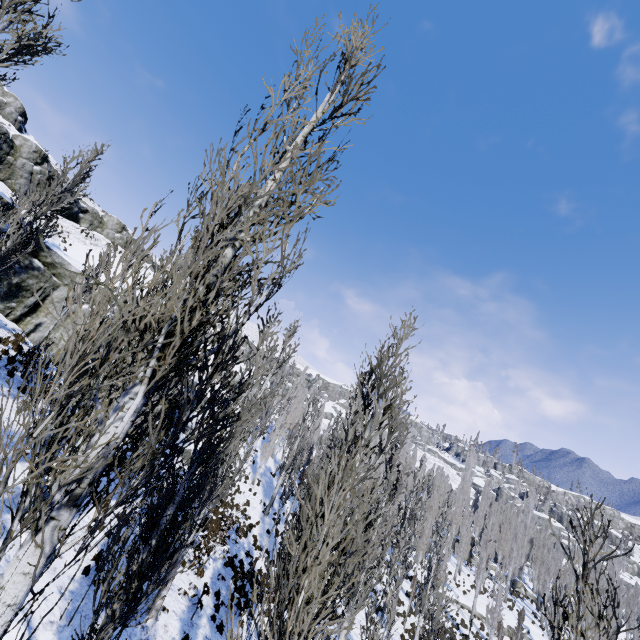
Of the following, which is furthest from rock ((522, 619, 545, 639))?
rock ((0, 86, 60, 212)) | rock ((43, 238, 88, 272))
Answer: rock ((0, 86, 60, 212))

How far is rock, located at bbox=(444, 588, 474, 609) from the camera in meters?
33.2 m

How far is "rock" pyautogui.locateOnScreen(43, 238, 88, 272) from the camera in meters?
17.2 m

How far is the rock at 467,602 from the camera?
33.2m

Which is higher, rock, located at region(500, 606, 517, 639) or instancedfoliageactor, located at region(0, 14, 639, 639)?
instancedfoliageactor, located at region(0, 14, 639, 639)

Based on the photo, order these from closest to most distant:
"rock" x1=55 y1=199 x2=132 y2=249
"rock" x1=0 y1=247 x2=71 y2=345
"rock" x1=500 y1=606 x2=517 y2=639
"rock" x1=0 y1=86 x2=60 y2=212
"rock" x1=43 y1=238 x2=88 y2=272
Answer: "rock" x1=0 y1=247 x2=71 y2=345
"rock" x1=43 y1=238 x2=88 y2=272
"rock" x1=0 y1=86 x2=60 y2=212
"rock" x1=500 y1=606 x2=517 y2=639
"rock" x1=55 y1=199 x2=132 y2=249

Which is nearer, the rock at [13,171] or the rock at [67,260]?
the rock at [67,260]

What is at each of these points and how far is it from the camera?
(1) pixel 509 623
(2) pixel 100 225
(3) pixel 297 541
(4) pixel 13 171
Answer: (1) rock, 32.4 meters
(2) rock, 41.2 meters
(3) instancedfoliageactor, 4.3 meters
(4) rock, 30.2 meters
